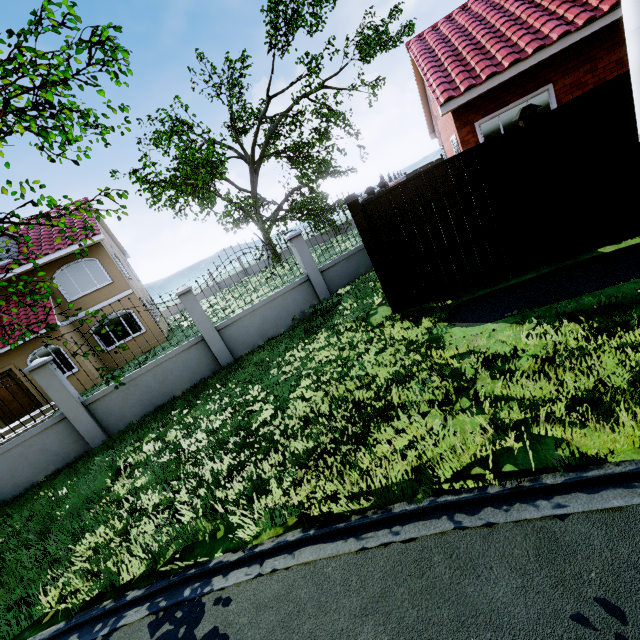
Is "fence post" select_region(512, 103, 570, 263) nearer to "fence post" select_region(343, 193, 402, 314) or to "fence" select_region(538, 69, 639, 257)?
"fence" select_region(538, 69, 639, 257)

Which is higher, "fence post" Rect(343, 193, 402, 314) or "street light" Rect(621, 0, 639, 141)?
"street light" Rect(621, 0, 639, 141)

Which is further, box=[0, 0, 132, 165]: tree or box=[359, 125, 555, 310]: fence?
box=[359, 125, 555, 310]: fence

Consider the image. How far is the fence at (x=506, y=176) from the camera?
5.34m

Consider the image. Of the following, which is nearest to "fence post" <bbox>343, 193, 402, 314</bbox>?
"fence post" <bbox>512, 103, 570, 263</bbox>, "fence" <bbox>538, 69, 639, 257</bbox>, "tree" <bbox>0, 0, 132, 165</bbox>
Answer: "fence" <bbox>538, 69, 639, 257</bbox>

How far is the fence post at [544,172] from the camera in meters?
4.9

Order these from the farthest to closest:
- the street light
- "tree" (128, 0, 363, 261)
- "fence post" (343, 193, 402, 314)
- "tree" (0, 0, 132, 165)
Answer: "tree" (128, 0, 363, 261) < "fence post" (343, 193, 402, 314) < "tree" (0, 0, 132, 165) < the street light

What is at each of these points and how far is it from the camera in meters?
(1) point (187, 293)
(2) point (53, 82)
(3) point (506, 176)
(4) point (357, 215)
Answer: (1) fence, 8.7
(2) tree, 5.1
(3) fence, 5.3
(4) fence post, 6.2
